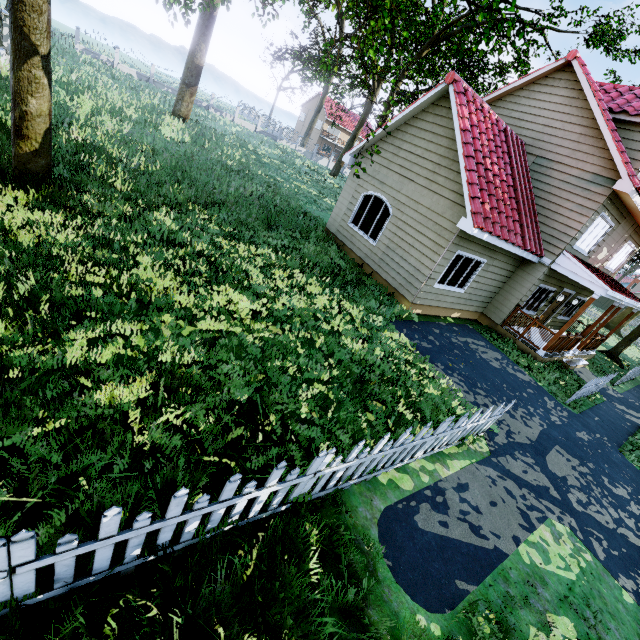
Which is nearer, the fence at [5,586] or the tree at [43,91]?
the fence at [5,586]

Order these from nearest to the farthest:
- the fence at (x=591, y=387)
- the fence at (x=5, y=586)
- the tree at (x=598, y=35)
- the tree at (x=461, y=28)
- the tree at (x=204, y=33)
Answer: the fence at (x=5, y=586) → the tree at (x=461, y=28) → the fence at (x=591, y=387) → the tree at (x=204, y=33) → the tree at (x=598, y=35)

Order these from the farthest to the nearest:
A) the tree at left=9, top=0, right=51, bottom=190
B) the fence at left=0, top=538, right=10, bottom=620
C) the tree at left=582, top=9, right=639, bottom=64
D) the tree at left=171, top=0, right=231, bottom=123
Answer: the tree at left=582, top=9, right=639, bottom=64 < the tree at left=171, top=0, right=231, bottom=123 < the tree at left=9, top=0, right=51, bottom=190 < the fence at left=0, top=538, right=10, bottom=620

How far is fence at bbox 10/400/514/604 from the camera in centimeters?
215cm

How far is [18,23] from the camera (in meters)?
5.26

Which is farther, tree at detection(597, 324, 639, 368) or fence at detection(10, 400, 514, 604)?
tree at detection(597, 324, 639, 368)

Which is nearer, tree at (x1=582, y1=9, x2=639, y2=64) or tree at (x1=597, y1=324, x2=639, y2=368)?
tree at (x1=597, y1=324, x2=639, y2=368)
